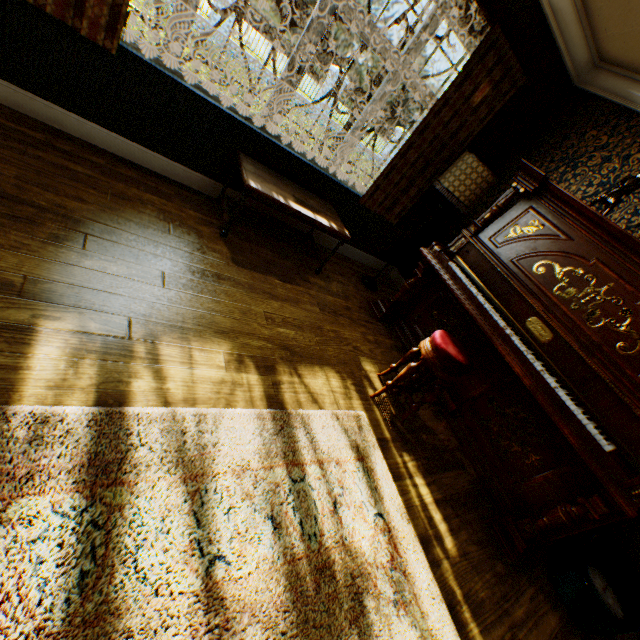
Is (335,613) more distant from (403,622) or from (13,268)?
(13,268)

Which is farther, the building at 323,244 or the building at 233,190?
the building at 323,244

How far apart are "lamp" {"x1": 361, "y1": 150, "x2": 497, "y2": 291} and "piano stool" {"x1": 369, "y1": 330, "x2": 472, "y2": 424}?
1.6m

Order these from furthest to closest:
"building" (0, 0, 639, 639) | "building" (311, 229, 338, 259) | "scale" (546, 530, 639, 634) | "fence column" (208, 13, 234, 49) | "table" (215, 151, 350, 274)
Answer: "fence column" (208, 13, 234, 49) < "building" (311, 229, 338, 259) < "table" (215, 151, 350, 274) < "scale" (546, 530, 639, 634) < "building" (0, 0, 639, 639)

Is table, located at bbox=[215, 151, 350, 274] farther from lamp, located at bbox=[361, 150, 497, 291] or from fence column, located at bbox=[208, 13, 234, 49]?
fence column, located at bbox=[208, 13, 234, 49]

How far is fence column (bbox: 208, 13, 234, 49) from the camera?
12.5 meters

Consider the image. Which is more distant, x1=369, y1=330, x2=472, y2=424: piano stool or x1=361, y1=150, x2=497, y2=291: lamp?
x1=361, y1=150, x2=497, y2=291: lamp

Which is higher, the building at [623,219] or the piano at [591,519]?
the building at [623,219]
